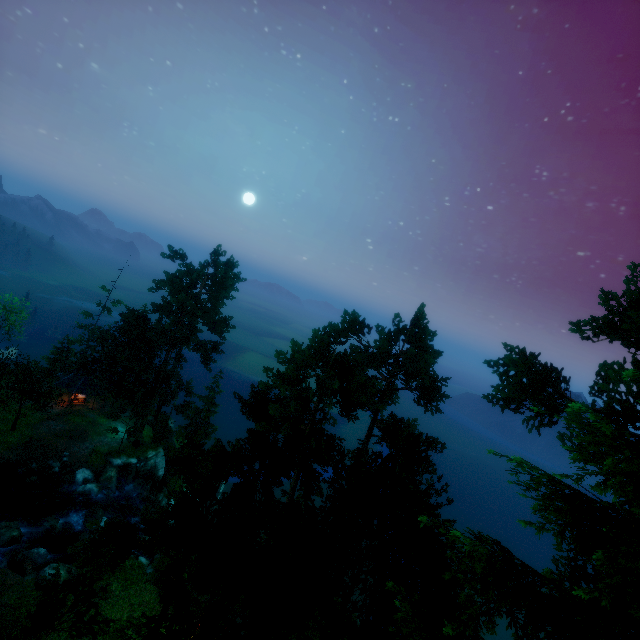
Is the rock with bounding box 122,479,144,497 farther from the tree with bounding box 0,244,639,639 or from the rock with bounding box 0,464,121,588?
the rock with bounding box 0,464,121,588

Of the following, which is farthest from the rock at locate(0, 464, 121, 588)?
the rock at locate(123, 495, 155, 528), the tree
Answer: the tree

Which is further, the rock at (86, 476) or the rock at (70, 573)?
the rock at (86, 476)

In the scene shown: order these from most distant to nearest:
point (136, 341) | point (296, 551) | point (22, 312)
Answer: point (22, 312)
point (136, 341)
point (296, 551)

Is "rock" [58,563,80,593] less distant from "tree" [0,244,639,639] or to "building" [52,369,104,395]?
"tree" [0,244,639,639]

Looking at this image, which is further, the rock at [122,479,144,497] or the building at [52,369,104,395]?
the building at [52,369,104,395]

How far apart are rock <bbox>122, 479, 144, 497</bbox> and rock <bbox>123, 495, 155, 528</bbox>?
0.36m

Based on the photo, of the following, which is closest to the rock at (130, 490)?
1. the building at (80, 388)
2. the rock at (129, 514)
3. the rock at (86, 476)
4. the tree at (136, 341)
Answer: the rock at (129, 514)
